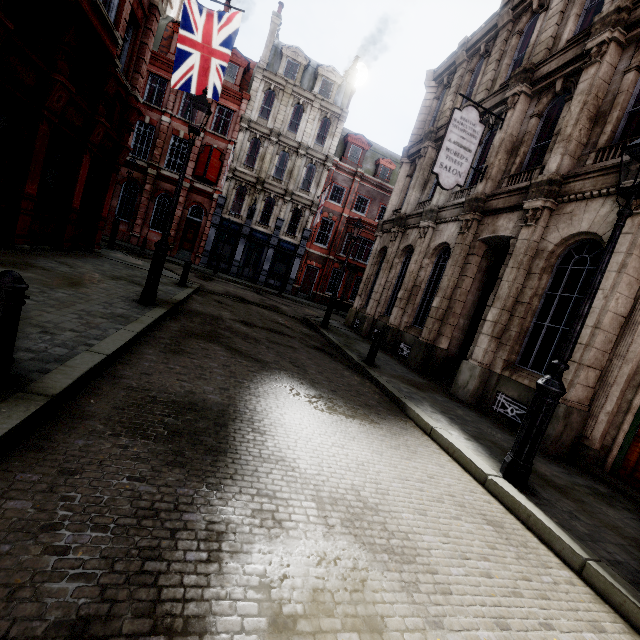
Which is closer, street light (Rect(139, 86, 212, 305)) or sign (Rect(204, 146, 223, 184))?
street light (Rect(139, 86, 212, 305))

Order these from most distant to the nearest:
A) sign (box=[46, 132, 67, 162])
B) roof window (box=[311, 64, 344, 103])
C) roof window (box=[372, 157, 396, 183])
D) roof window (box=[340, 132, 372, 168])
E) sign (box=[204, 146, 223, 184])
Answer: roof window (box=[372, 157, 396, 183]), roof window (box=[340, 132, 372, 168]), roof window (box=[311, 64, 344, 103]), sign (box=[204, 146, 223, 184]), sign (box=[46, 132, 67, 162])

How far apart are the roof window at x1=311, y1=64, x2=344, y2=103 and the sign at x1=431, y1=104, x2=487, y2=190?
22.2 meters

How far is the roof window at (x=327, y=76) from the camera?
27.4 meters

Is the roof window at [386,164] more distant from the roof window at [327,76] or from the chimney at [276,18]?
the chimney at [276,18]

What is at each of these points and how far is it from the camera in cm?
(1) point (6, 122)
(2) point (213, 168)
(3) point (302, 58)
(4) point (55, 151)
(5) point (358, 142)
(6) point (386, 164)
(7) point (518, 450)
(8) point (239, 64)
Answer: (1) sign, 752
(2) sign, 2545
(3) roof window, 2684
(4) sign, 955
(5) roof window, 2928
(6) roof window, 3030
(7) street light, 427
(8) roof window, 2586

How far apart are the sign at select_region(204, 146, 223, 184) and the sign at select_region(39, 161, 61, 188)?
16.3 meters

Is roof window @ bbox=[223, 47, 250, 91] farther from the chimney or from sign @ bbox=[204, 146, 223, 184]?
sign @ bbox=[204, 146, 223, 184]
